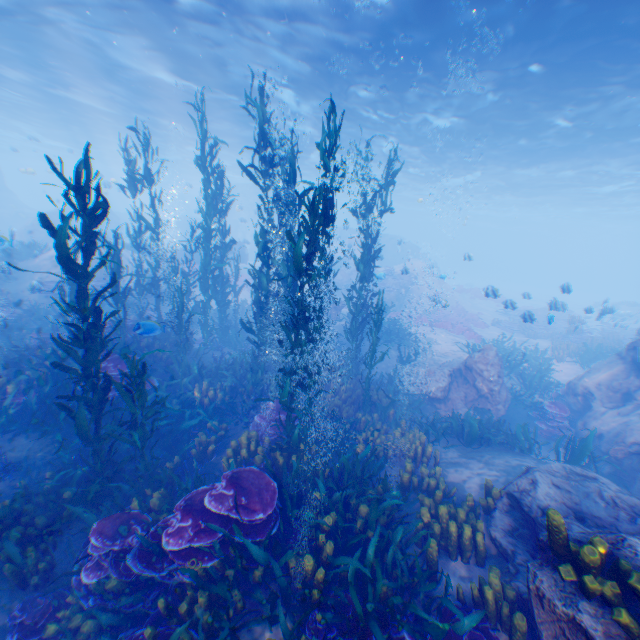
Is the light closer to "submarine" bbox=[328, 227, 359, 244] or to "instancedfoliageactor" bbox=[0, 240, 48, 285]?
"submarine" bbox=[328, 227, 359, 244]

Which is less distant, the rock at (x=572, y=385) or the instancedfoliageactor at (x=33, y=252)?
the rock at (x=572, y=385)

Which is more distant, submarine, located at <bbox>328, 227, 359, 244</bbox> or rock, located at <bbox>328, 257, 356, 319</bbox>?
submarine, located at <bbox>328, 227, 359, 244</bbox>

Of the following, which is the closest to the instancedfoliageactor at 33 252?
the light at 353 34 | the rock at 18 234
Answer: the rock at 18 234

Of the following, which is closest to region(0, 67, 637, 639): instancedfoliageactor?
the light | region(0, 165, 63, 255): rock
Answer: region(0, 165, 63, 255): rock

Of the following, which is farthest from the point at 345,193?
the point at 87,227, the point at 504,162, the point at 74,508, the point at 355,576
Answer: the point at 355,576

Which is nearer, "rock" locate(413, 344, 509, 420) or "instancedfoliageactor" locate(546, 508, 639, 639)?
"instancedfoliageactor" locate(546, 508, 639, 639)

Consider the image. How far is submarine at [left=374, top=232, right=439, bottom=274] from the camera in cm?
3825
